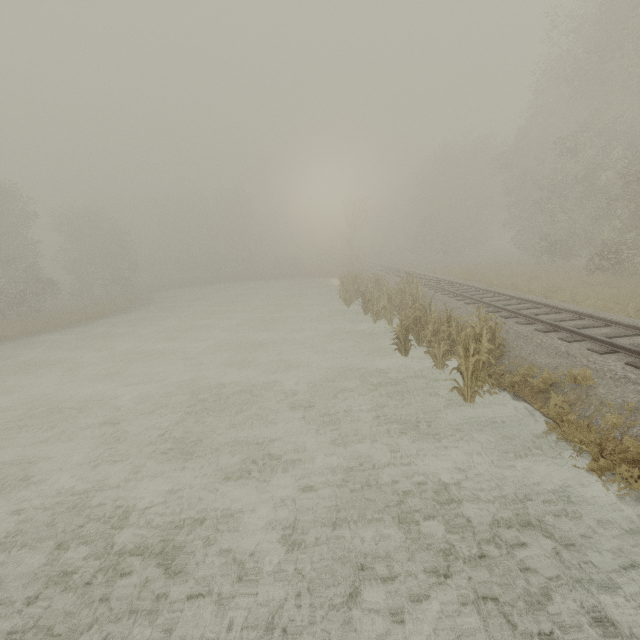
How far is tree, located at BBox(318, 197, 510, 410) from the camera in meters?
7.4 m

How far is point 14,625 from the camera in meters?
3.9

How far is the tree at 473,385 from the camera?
7.4 meters
